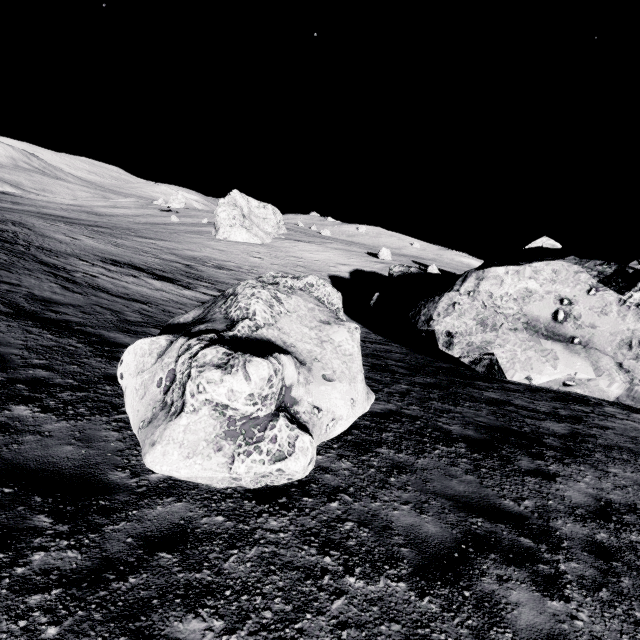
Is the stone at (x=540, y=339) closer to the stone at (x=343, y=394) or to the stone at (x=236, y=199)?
the stone at (x=343, y=394)

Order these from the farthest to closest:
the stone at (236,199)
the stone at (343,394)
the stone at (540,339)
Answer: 1. the stone at (236,199)
2. the stone at (540,339)
3. the stone at (343,394)

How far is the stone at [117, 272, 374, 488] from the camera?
3.7m

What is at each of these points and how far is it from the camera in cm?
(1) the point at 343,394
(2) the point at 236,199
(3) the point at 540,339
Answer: (1) stone, 549
(2) stone, 5147
(3) stone, 1259

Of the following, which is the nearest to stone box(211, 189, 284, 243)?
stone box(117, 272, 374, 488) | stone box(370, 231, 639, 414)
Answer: stone box(370, 231, 639, 414)

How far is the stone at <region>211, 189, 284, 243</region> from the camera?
47.53m

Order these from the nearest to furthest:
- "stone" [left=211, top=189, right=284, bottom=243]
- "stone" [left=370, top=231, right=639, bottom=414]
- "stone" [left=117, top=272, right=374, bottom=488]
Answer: "stone" [left=117, top=272, right=374, bottom=488] < "stone" [left=370, top=231, right=639, bottom=414] < "stone" [left=211, top=189, right=284, bottom=243]
